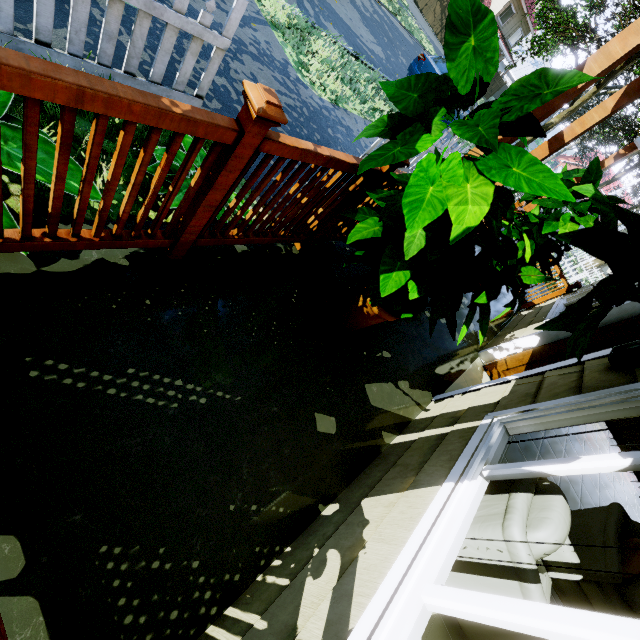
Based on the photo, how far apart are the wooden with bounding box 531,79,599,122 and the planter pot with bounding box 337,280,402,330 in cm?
81

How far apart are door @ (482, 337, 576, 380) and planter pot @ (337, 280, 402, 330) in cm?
224

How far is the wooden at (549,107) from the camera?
2.2 meters

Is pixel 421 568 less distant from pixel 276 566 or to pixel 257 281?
pixel 276 566

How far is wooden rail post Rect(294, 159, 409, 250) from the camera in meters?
2.1 m

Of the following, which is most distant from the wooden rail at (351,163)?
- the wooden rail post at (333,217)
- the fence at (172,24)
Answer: the fence at (172,24)

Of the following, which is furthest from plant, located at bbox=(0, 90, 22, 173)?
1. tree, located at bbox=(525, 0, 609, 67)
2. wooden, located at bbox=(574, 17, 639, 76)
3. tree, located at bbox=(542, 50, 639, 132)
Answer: tree, located at bbox=(542, 50, 639, 132)

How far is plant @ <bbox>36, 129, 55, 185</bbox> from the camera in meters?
1.5 m
